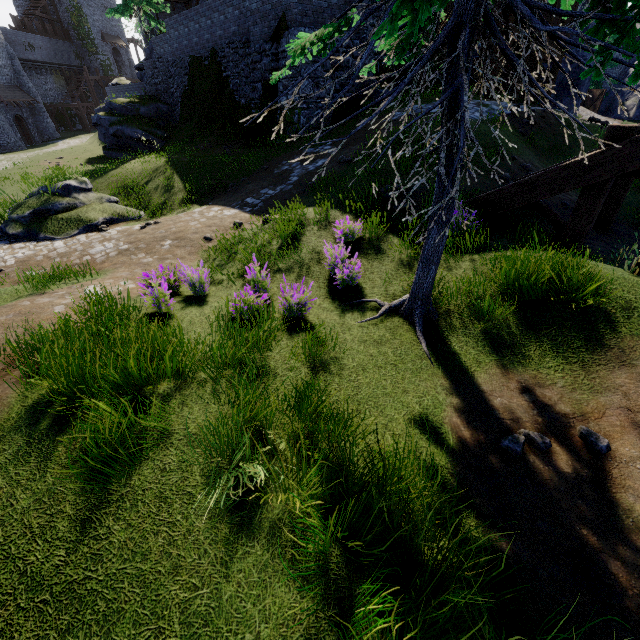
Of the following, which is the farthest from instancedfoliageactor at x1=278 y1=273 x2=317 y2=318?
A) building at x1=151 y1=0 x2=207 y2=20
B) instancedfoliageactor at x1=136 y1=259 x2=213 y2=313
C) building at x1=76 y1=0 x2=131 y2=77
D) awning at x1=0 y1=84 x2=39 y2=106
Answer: building at x1=76 y1=0 x2=131 y2=77

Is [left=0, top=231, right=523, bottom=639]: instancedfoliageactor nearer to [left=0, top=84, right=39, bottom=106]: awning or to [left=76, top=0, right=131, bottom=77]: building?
[left=0, top=84, right=39, bottom=106]: awning

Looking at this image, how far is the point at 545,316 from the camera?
4.4m

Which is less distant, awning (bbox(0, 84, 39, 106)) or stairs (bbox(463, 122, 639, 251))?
stairs (bbox(463, 122, 639, 251))

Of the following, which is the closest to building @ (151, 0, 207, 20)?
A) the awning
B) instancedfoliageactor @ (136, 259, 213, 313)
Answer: the awning

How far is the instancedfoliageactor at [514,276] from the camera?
4.26m

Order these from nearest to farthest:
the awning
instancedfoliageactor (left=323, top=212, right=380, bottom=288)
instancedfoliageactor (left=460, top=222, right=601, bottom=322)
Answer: instancedfoliageactor (left=460, top=222, right=601, bottom=322), instancedfoliageactor (left=323, top=212, right=380, bottom=288), the awning

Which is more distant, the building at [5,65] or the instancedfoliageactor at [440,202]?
the building at [5,65]
